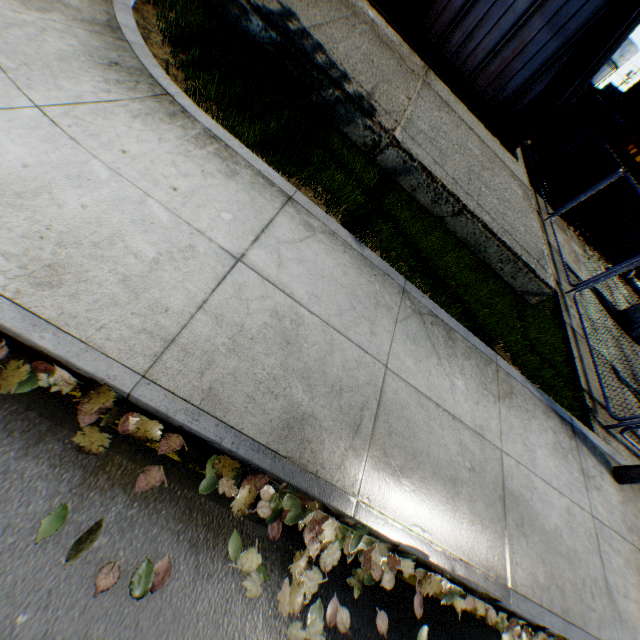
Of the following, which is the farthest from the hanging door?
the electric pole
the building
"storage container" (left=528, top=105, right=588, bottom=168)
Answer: the electric pole

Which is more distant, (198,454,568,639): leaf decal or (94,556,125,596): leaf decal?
(198,454,568,639): leaf decal

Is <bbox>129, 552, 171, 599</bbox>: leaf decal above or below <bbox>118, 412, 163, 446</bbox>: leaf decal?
below

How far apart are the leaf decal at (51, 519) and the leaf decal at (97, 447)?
0.3 meters

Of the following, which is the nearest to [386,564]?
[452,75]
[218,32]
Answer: [218,32]

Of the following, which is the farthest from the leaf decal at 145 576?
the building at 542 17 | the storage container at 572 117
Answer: the storage container at 572 117

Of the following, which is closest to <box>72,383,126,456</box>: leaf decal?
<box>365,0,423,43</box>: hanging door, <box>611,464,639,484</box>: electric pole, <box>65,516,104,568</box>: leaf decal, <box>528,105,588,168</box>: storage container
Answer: <box>65,516,104,568</box>: leaf decal

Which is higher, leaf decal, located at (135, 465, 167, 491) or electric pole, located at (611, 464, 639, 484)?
electric pole, located at (611, 464, 639, 484)
